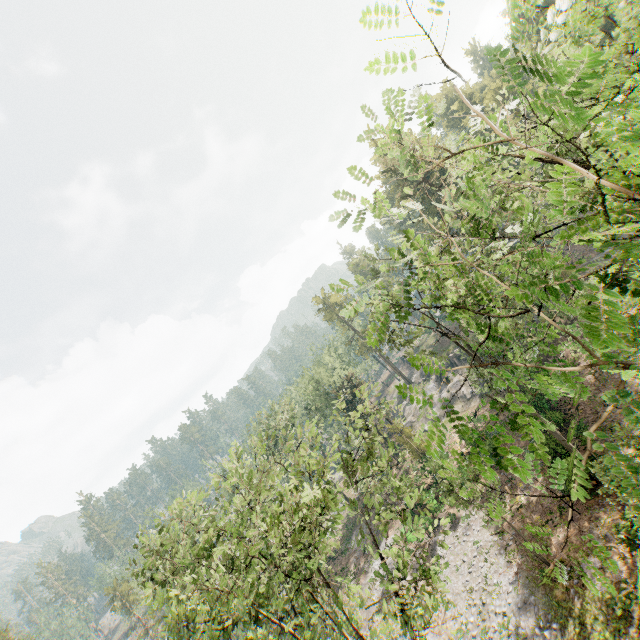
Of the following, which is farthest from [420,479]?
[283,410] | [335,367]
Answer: [283,410]

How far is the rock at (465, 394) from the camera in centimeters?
4144cm

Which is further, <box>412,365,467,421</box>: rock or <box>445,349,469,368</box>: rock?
<box>445,349,469,368</box>: rock

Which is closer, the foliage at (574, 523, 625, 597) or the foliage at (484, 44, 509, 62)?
the foliage at (484, 44, 509, 62)

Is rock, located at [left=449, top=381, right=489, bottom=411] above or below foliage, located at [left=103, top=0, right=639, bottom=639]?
below

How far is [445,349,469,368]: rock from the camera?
46.3m

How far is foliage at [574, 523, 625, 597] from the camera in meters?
2.8 m

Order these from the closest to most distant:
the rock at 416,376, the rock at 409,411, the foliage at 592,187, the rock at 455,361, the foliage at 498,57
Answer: the foliage at 498,57 → the foliage at 592,187 → the rock at 416,376 → the rock at 455,361 → the rock at 409,411
